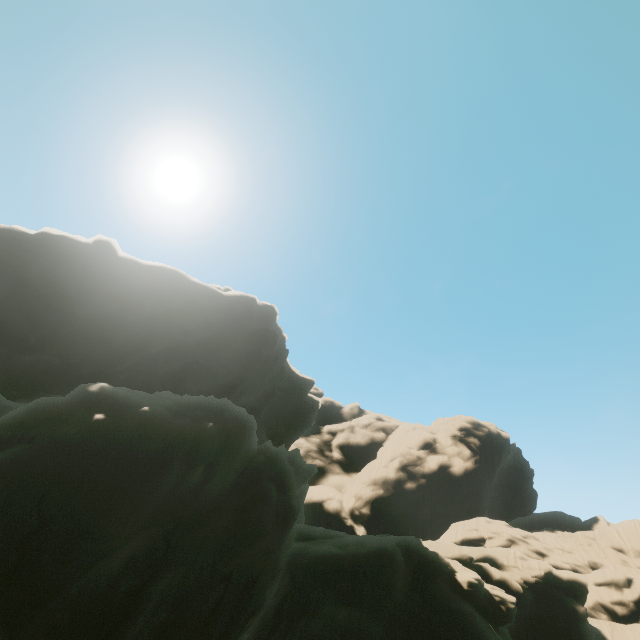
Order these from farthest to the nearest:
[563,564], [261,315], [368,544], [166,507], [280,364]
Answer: [280,364], [563,564], [261,315], [368,544], [166,507]
